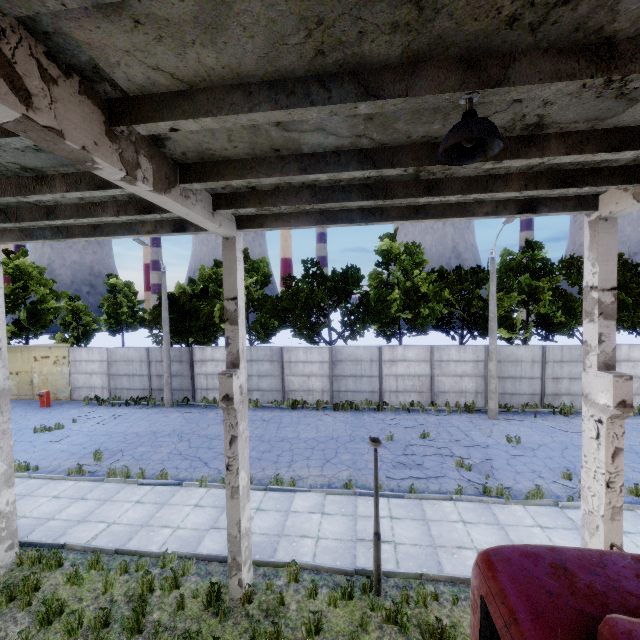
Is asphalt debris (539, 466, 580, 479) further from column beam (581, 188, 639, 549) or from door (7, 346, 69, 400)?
door (7, 346, 69, 400)

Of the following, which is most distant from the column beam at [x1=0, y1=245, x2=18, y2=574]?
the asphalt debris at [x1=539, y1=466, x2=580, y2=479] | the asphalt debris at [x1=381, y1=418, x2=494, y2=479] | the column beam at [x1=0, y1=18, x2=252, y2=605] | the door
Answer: the door

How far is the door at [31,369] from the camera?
22.2 meters

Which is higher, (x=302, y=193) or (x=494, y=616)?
(x=302, y=193)

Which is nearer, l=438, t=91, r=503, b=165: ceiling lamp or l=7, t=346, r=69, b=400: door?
l=438, t=91, r=503, b=165: ceiling lamp

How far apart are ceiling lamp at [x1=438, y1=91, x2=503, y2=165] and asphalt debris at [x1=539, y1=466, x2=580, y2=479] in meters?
12.1

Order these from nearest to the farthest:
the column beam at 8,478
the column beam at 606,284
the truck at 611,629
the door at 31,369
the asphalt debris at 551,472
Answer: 1. the truck at 611,629
2. the column beam at 606,284
3. the column beam at 8,478
4. the asphalt debris at 551,472
5. the door at 31,369

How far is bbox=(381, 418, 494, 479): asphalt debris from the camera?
11.6m
